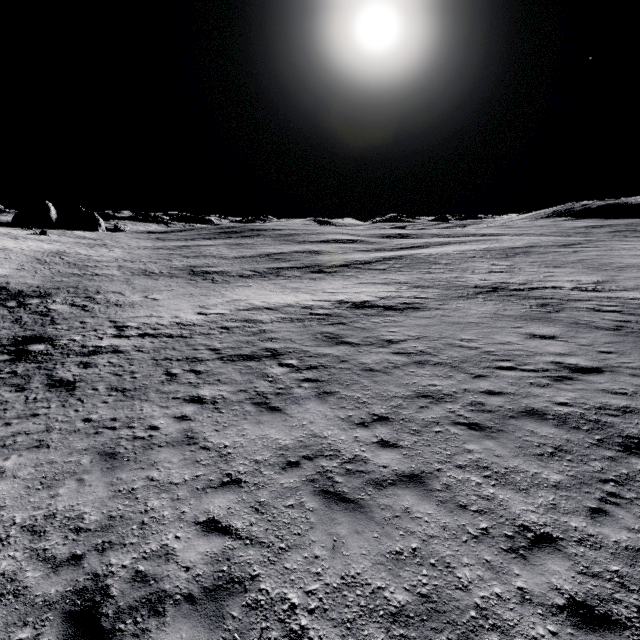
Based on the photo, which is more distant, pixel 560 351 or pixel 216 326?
pixel 216 326
